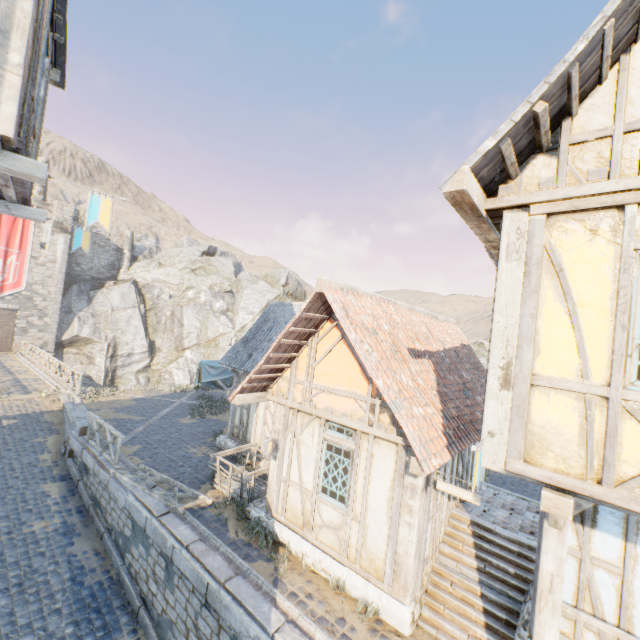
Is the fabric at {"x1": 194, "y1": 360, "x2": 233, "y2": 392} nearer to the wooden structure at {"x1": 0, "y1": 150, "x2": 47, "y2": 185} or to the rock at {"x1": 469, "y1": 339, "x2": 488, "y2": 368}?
the rock at {"x1": 469, "y1": 339, "x2": 488, "y2": 368}

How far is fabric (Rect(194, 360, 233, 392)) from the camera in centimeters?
1496cm

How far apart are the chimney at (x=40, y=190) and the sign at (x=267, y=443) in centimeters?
4087cm

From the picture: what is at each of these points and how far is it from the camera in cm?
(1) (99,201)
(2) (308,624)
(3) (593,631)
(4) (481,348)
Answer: (1) flag, 430
(2) stone gutter, 573
(3) building, 452
(4) rock, 3288

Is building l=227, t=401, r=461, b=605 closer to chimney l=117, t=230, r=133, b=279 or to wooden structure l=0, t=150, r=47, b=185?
wooden structure l=0, t=150, r=47, b=185

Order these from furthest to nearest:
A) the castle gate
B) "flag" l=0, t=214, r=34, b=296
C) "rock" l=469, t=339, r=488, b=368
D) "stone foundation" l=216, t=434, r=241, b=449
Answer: "rock" l=469, t=339, r=488, b=368, the castle gate, "flag" l=0, t=214, r=34, b=296, "stone foundation" l=216, t=434, r=241, b=449

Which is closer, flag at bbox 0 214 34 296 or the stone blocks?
the stone blocks

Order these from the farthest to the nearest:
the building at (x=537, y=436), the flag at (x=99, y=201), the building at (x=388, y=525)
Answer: the building at (x=388, y=525) < the flag at (x=99, y=201) < the building at (x=537, y=436)
